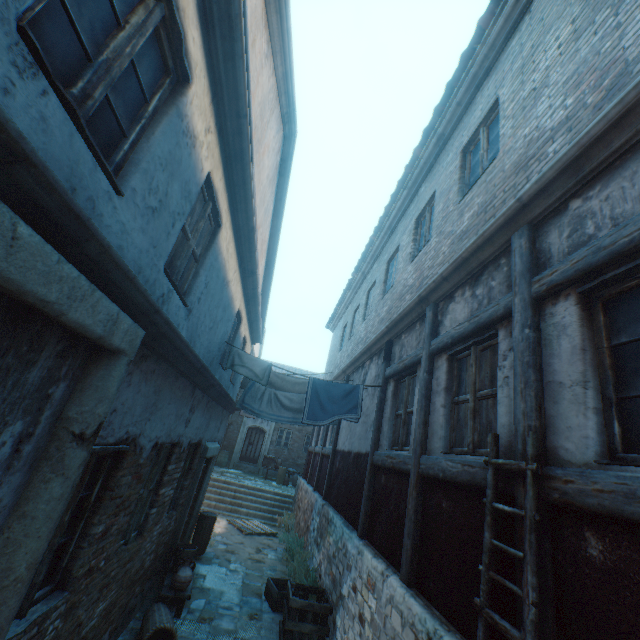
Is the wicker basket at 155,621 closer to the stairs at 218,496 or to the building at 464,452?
the building at 464,452

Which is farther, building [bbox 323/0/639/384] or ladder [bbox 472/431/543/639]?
building [bbox 323/0/639/384]

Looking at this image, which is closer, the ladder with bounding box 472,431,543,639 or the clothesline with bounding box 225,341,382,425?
the ladder with bounding box 472,431,543,639

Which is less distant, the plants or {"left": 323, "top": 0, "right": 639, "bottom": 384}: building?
{"left": 323, "top": 0, "right": 639, "bottom": 384}: building

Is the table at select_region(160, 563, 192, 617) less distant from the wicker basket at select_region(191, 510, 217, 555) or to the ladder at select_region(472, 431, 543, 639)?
the wicker basket at select_region(191, 510, 217, 555)

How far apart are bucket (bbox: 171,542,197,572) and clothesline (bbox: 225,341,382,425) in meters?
2.8

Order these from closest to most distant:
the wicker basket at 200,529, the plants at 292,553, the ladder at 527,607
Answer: the ladder at 527,607 → the plants at 292,553 → the wicker basket at 200,529

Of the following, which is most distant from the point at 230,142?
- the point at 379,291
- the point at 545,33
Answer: the point at 379,291
